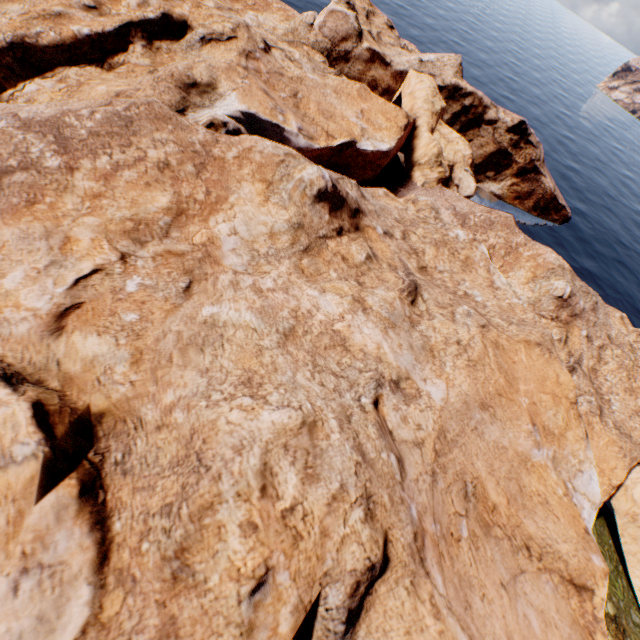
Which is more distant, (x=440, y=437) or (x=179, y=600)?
(x=440, y=437)
